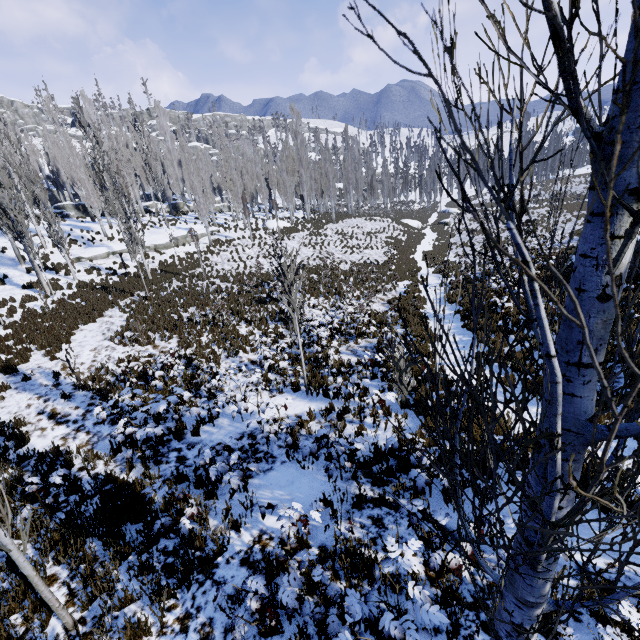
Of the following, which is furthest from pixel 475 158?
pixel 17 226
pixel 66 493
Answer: pixel 17 226

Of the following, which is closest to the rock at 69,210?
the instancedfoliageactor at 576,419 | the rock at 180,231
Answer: the instancedfoliageactor at 576,419

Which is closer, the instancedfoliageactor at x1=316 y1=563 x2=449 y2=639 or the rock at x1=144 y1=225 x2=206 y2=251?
the instancedfoliageactor at x1=316 y1=563 x2=449 y2=639

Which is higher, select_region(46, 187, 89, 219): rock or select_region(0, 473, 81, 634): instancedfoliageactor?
select_region(46, 187, 89, 219): rock

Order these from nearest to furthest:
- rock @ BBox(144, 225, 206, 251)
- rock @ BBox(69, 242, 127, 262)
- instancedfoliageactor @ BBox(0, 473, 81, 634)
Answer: instancedfoliageactor @ BBox(0, 473, 81, 634)
rock @ BBox(69, 242, 127, 262)
rock @ BBox(144, 225, 206, 251)

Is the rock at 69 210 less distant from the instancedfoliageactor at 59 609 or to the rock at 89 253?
the instancedfoliageactor at 59 609

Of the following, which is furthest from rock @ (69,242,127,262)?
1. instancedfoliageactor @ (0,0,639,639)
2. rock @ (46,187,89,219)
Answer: rock @ (46,187,89,219)
